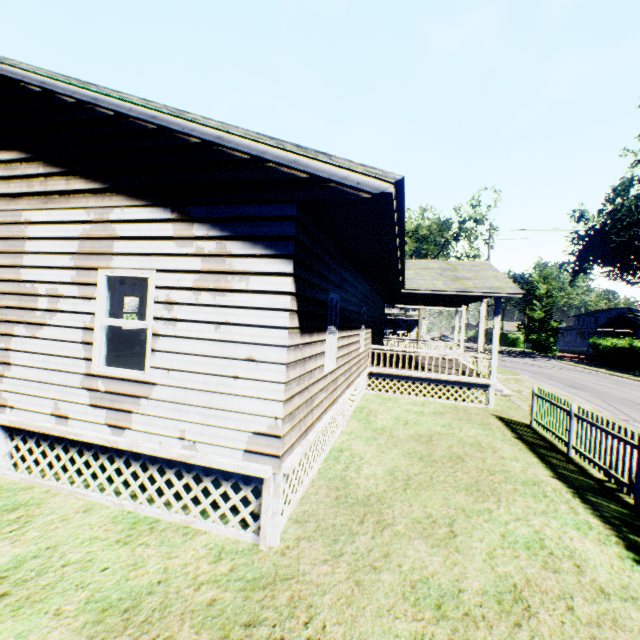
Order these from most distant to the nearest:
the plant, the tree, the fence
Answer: the plant → the tree → the fence

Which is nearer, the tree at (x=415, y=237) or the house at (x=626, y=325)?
the tree at (x=415, y=237)

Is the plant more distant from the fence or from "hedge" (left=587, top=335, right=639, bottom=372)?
the fence

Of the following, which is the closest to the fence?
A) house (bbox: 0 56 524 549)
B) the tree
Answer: house (bbox: 0 56 524 549)

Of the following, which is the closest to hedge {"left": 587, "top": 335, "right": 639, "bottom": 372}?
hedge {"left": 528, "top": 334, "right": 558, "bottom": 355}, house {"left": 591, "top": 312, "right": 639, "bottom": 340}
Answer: house {"left": 591, "top": 312, "right": 639, "bottom": 340}

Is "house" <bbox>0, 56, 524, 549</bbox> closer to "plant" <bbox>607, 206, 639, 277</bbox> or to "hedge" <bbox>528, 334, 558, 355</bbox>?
"hedge" <bbox>528, 334, 558, 355</bbox>

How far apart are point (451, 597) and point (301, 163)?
5.1 meters

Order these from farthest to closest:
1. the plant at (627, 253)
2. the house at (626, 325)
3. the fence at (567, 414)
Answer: the plant at (627, 253)
the house at (626, 325)
the fence at (567, 414)
